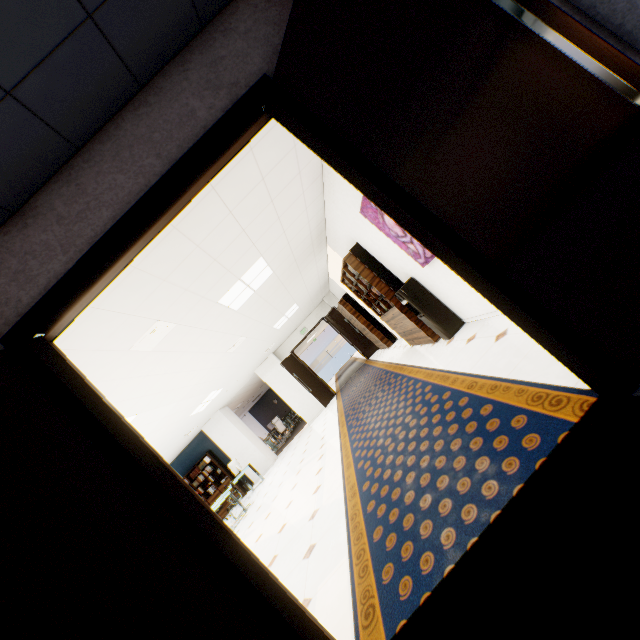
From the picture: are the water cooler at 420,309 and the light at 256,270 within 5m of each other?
yes

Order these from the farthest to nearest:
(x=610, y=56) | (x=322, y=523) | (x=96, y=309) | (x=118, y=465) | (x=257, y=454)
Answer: (x=257, y=454), (x=322, y=523), (x=96, y=309), (x=118, y=465), (x=610, y=56)

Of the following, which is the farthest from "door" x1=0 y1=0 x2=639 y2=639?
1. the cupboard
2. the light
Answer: the cupboard

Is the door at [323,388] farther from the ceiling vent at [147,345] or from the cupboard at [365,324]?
the ceiling vent at [147,345]

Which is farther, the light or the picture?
the light

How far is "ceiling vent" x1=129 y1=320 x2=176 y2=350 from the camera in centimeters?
388cm

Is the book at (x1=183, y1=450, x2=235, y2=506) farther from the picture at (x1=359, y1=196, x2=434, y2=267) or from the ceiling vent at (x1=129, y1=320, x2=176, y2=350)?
the picture at (x1=359, y1=196, x2=434, y2=267)

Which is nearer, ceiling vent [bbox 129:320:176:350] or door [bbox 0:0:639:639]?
door [bbox 0:0:639:639]
